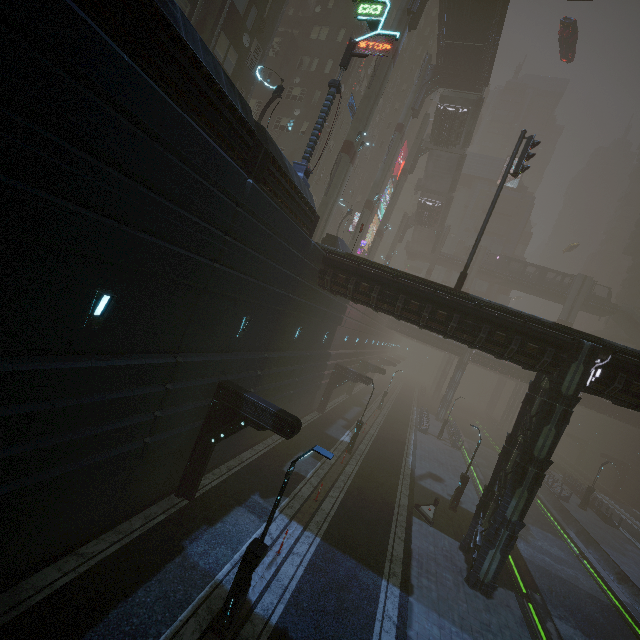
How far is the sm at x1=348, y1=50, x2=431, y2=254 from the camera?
35.03m

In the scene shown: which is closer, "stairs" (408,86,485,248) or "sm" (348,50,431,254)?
"sm" (348,50,431,254)

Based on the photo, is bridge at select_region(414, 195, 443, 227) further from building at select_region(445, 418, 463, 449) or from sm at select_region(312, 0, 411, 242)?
sm at select_region(312, 0, 411, 242)

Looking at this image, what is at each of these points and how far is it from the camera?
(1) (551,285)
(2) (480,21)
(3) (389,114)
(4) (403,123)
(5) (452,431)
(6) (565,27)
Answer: (1) bridge, 55.2m
(2) bridge, 28.7m
(3) building, 48.9m
(4) sm, 35.2m
(5) building, 39.9m
(6) car, 33.8m

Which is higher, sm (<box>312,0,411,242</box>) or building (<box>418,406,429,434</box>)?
sm (<box>312,0,411,242</box>)

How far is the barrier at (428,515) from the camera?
18.3m

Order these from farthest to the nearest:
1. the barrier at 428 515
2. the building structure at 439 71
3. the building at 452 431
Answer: the building at 452 431 < the building structure at 439 71 < the barrier at 428 515

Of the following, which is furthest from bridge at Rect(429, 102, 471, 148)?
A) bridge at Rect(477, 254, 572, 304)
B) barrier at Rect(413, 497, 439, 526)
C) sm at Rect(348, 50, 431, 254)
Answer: barrier at Rect(413, 497, 439, 526)
